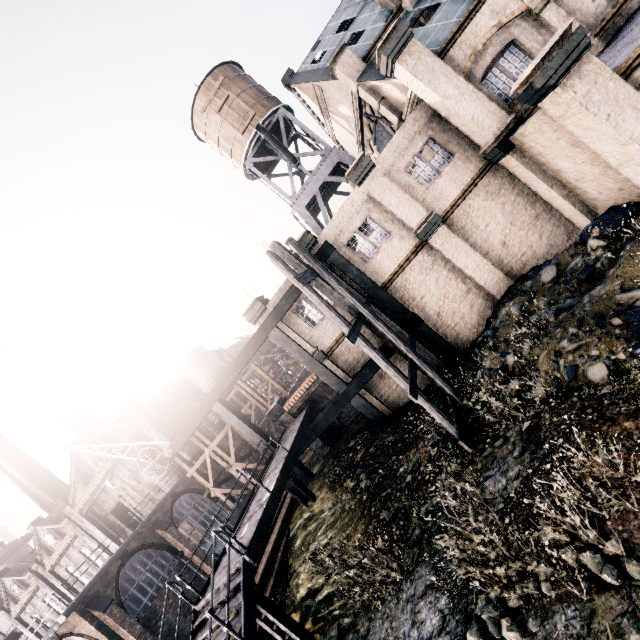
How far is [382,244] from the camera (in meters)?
16.97

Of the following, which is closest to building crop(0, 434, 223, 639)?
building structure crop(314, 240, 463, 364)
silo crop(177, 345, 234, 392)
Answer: silo crop(177, 345, 234, 392)

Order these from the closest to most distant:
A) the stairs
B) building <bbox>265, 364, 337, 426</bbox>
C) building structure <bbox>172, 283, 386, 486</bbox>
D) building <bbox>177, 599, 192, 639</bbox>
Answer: the stairs → building structure <bbox>172, 283, 386, 486</bbox> → building <bbox>177, 599, 192, 639</bbox> → building <bbox>265, 364, 337, 426</bbox>

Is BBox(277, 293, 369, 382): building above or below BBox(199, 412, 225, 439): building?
below

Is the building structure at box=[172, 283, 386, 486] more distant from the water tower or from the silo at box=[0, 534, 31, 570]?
the silo at box=[0, 534, 31, 570]

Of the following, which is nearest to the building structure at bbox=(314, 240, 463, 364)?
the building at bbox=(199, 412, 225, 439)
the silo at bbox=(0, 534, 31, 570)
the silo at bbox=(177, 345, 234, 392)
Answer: the building at bbox=(199, 412, 225, 439)

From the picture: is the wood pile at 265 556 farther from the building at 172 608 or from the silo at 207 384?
the silo at 207 384

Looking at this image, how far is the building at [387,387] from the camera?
18.5 meters
